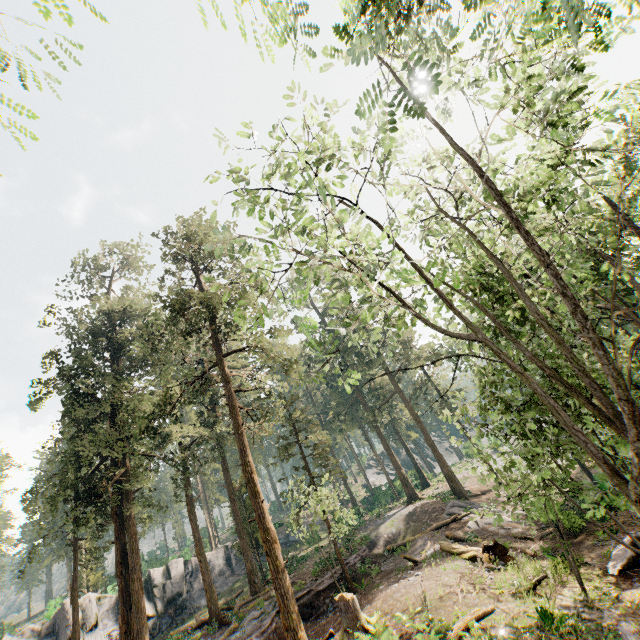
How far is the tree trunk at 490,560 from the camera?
17.5m

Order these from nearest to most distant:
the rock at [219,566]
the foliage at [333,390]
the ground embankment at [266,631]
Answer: the foliage at [333,390]
the ground embankment at [266,631]
the rock at [219,566]

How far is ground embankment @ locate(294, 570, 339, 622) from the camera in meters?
20.1 m

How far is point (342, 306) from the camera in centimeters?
1231cm

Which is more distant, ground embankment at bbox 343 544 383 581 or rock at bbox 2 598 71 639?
rock at bbox 2 598 71 639

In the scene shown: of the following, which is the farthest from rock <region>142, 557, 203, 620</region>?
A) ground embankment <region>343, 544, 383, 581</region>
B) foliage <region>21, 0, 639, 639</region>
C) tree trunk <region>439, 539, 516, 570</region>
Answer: tree trunk <region>439, 539, 516, 570</region>

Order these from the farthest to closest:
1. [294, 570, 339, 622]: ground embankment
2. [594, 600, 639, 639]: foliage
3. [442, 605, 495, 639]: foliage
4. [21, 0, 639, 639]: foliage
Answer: [294, 570, 339, 622]: ground embankment < [442, 605, 495, 639]: foliage < [594, 600, 639, 639]: foliage < [21, 0, 639, 639]: foliage
